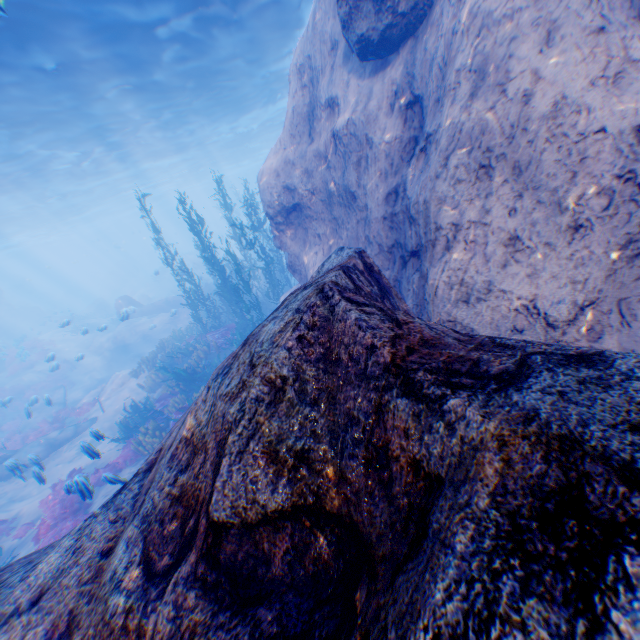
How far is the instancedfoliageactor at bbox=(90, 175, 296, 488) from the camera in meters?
11.7 m

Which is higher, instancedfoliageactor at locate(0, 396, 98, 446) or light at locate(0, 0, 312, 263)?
light at locate(0, 0, 312, 263)

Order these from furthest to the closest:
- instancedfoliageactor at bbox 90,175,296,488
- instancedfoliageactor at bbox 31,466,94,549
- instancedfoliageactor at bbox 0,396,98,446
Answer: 1. instancedfoliageactor at bbox 0,396,98,446
2. instancedfoliageactor at bbox 90,175,296,488
3. instancedfoliageactor at bbox 31,466,94,549

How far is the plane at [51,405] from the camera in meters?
13.5 m

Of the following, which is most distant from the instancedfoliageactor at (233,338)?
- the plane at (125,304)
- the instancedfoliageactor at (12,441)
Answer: the instancedfoliageactor at (12,441)

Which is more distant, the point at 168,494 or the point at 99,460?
the point at 99,460

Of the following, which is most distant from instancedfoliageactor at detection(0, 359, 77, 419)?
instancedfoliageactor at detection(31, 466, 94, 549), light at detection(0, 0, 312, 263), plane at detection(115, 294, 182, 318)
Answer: light at detection(0, 0, 312, 263)

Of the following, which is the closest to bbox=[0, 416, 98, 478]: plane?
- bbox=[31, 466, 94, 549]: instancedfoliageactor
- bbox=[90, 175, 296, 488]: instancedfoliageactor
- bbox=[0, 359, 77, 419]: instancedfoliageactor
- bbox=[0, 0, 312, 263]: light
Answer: bbox=[90, 175, 296, 488]: instancedfoliageactor
